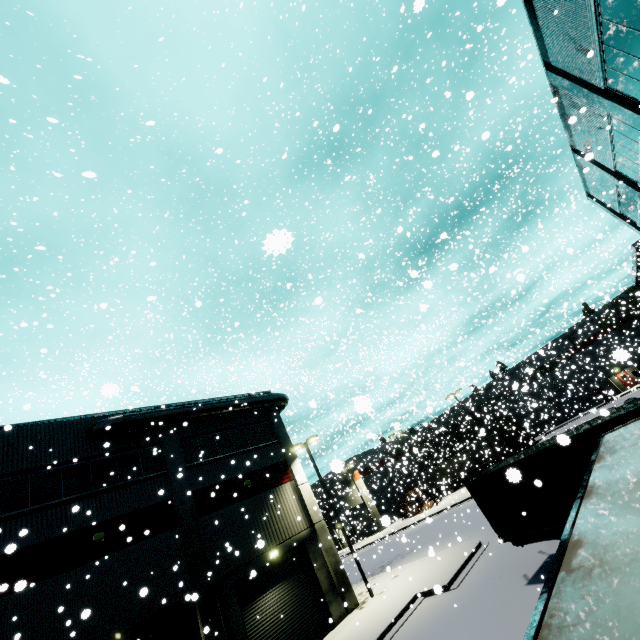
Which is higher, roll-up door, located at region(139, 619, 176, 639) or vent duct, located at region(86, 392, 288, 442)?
vent duct, located at region(86, 392, 288, 442)

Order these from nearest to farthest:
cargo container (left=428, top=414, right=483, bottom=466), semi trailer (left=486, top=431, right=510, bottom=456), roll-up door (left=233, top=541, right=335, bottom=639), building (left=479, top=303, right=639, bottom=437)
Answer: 1. roll-up door (left=233, top=541, right=335, bottom=639)
2. building (left=479, top=303, right=639, bottom=437)
3. cargo container (left=428, top=414, right=483, bottom=466)
4. semi trailer (left=486, top=431, right=510, bottom=456)

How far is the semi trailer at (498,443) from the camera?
40.68m

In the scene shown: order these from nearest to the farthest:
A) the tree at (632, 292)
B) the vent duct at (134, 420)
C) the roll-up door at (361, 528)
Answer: the vent duct at (134, 420), the tree at (632, 292), the roll-up door at (361, 528)

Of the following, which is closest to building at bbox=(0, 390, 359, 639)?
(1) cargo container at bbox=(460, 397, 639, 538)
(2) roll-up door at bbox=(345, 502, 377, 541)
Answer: (2) roll-up door at bbox=(345, 502, 377, 541)

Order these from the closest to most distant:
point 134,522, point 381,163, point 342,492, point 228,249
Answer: point 134,522 < point 381,163 < point 228,249 < point 342,492

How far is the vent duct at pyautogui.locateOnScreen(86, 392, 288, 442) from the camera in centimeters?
1708cm

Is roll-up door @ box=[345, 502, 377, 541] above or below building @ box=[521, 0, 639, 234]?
below
